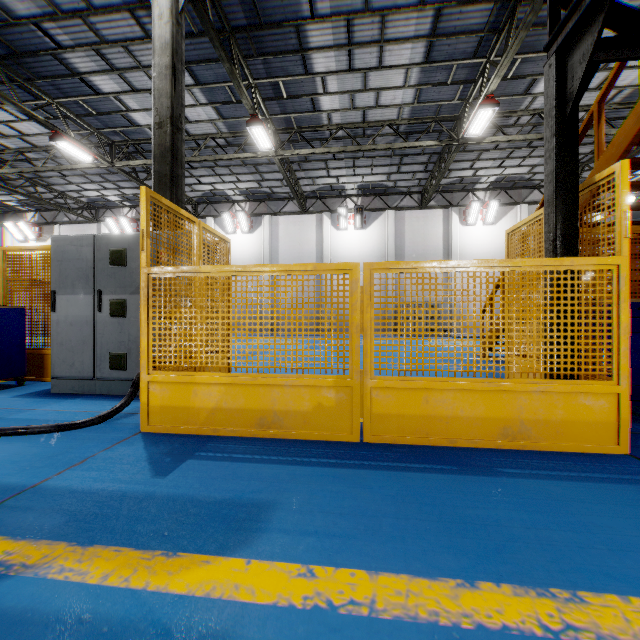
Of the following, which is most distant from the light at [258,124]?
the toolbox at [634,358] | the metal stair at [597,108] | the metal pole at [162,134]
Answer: the toolbox at [634,358]

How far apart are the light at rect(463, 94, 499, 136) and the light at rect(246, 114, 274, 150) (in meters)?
6.97

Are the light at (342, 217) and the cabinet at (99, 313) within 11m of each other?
no

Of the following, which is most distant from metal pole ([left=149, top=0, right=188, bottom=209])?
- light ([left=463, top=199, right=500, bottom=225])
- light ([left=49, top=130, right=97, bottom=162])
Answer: light ([left=463, top=199, right=500, bottom=225])

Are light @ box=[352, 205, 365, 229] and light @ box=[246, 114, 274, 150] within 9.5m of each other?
yes

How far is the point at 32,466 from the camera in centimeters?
222cm

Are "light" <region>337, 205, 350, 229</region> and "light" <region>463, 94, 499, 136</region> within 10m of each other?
yes

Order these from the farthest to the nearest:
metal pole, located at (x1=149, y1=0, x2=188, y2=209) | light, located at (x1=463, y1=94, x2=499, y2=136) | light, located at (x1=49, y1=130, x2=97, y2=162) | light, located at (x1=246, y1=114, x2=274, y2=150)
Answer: light, located at (x1=49, y1=130, x2=97, y2=162) < light, located at (x1=246, y1=114, x2=274, y2=150) < light, located at (x1=463, y1=94, x2=499, y2=136) < metal pole, located at (x1=149, y1=0, x2=188, y2=209)
